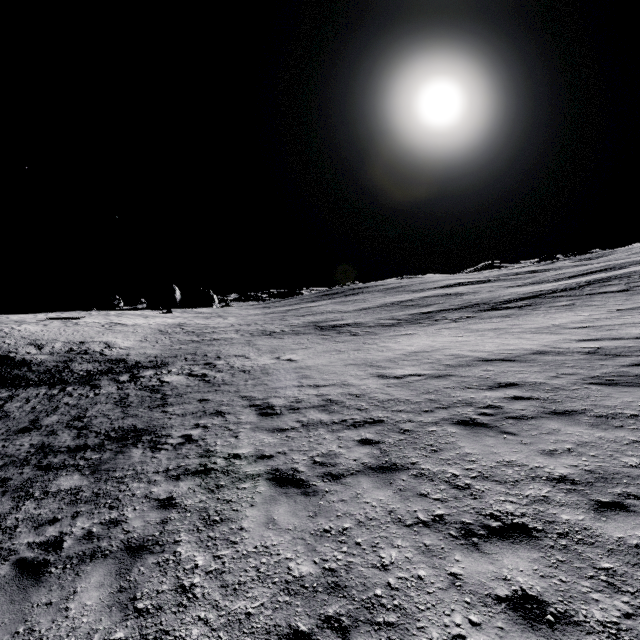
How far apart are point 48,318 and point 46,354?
32.25m
